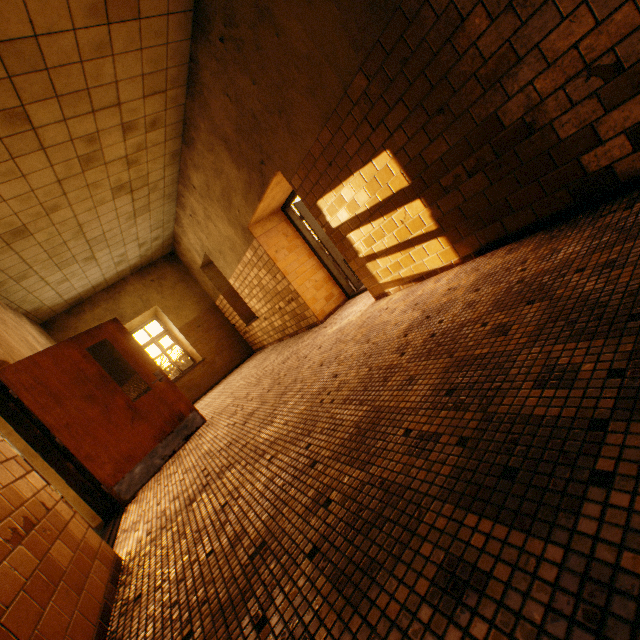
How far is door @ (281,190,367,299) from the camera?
6.14m

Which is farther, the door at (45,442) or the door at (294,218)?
the door at (294,218)

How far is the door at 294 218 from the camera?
6.14m

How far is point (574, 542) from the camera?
0.7m

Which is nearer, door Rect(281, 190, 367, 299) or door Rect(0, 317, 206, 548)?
door Rect(0, 317, 206, 548)
